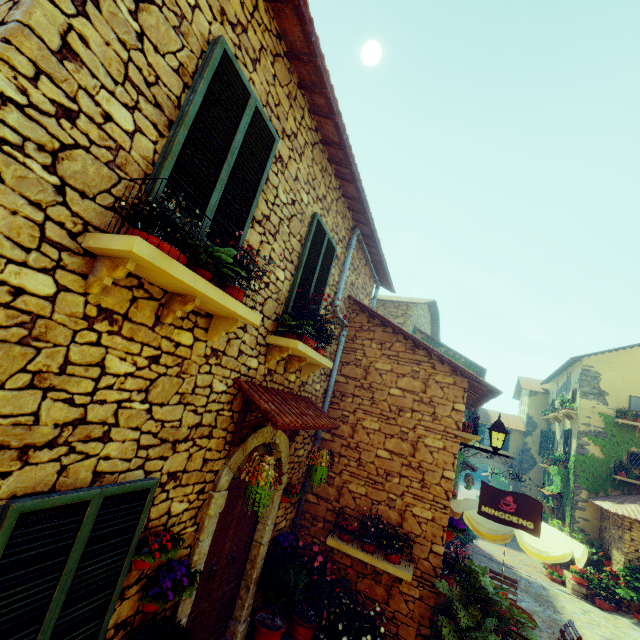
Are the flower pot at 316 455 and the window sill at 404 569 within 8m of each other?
yes

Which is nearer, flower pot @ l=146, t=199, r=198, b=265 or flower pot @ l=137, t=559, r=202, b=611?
flower pot @ l=146, t=199, r=198, b=265

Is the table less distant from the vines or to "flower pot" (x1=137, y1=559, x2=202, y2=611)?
"flower pot" (x1=137, y1=559, x2=202, y2=611)

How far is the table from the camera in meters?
5.9

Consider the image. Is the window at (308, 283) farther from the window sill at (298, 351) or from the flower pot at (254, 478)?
the flower pot at (254, 478)

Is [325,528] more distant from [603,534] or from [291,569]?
[603,534]

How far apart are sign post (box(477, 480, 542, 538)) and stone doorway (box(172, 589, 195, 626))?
3.5m

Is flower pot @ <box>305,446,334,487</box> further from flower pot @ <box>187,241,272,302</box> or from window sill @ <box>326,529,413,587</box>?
flower pot @ <box>187,241,272,302</box>
